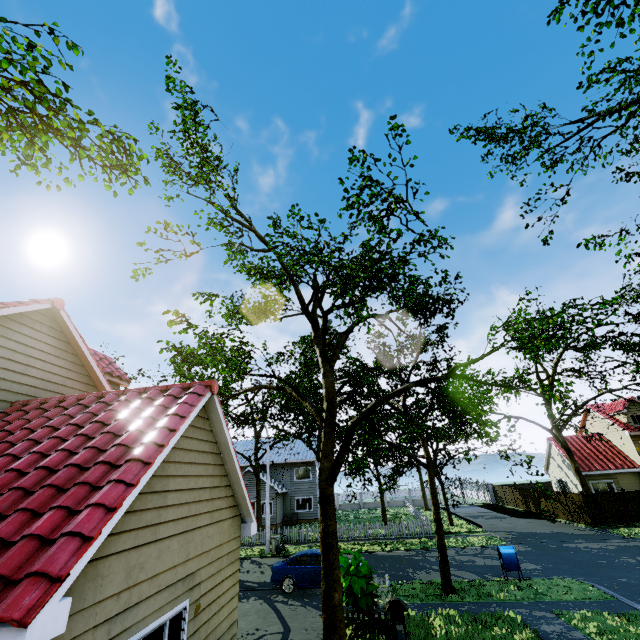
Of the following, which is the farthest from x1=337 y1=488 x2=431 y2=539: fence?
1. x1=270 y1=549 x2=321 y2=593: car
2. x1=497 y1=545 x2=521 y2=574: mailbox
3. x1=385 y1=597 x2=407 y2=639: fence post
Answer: x1=497 y1=545 x2=521 y2=574: mailbox

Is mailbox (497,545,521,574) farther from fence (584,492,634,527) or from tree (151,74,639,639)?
fence (584,492,634,527)

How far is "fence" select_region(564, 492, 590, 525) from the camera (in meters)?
24.59

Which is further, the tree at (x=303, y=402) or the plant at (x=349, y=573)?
the plant at (x=349, y=573)

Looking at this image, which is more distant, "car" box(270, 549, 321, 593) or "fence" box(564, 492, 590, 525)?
"fence" box(564, 492, 590, 525)

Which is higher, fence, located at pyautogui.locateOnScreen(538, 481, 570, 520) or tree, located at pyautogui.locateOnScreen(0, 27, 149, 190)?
tree, located at pyautogui.locateOnScreen(0, 27, 149, 190)

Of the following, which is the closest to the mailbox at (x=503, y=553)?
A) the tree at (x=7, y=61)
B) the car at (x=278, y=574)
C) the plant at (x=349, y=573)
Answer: the tree at (x=7, y=61)

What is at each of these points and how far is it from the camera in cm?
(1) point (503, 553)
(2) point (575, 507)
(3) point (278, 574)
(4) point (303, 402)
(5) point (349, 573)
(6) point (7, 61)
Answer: (1) mailbox, 1419
(2) fence, 2567
(3) car, 1473
(4) tree, 1007
(5) plant, 1020
(6) tree, 662
